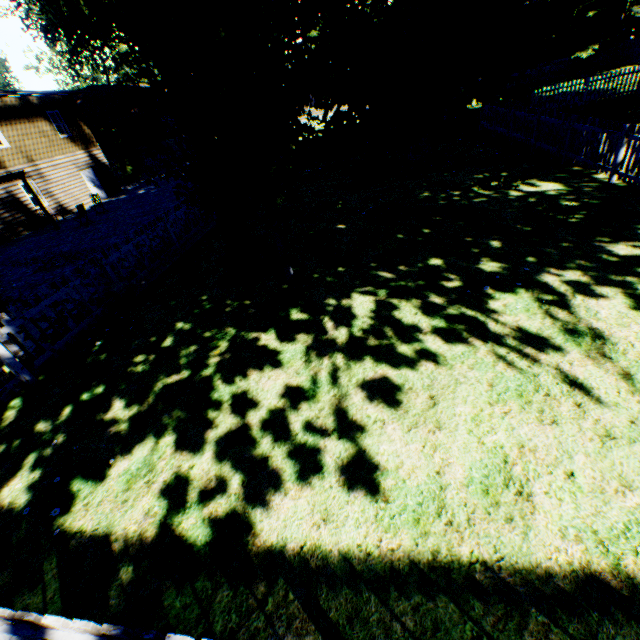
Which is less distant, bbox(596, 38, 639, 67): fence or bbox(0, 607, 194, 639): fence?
bbox(0, 607, 194, 639): fence

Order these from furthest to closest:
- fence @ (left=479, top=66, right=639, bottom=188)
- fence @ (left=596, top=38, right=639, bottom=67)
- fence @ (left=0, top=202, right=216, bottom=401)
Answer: fence @ (left=596, top=38, right=639, bottom=67), fence @ (left=479, top=66, right=639, bottom=188), fence @ (left=0, top=202, right=216, bottom=401)

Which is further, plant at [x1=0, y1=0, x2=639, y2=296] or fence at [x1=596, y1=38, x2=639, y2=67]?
fence at [x1=596, y1=38, x2=639, y2=67]

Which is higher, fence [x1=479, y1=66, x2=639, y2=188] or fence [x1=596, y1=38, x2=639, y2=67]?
fence [x1=596, y1=38, x2=639, y2=67]

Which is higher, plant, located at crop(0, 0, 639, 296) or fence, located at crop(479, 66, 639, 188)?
plant, located at crop(0, 0, 639, 296)

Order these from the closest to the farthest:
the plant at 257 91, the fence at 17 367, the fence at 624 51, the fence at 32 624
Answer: the fence at 32 624, the plant at 257 91, the fence at 17 367, the fence at 624 51

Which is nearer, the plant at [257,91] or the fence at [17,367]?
the plant at [257,91]

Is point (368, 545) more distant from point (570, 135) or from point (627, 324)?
point (570, 135)
